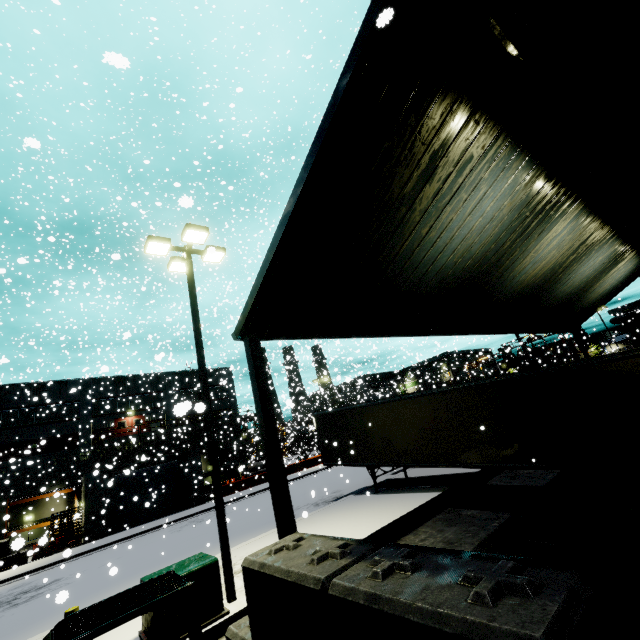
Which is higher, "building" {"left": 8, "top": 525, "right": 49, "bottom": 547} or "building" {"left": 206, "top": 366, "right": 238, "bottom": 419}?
"building" {"left": 206, "top": 366, "right": 238, "bottom": 419}

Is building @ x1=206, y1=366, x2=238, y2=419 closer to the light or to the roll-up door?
the roll-up door

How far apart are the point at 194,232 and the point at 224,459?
36.49m

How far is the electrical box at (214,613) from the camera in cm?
670

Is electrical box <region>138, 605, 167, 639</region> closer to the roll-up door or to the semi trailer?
the semi trailer

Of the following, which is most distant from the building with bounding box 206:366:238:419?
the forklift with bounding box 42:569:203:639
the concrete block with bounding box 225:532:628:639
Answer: the forklift with bounding box 42:569:203:639

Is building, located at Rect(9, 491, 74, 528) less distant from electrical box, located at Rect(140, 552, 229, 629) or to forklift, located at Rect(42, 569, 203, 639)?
forklift, located at Rect(42, 569, 203, 639)

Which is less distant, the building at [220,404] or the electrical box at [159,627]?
the electrical box at [159,627]
